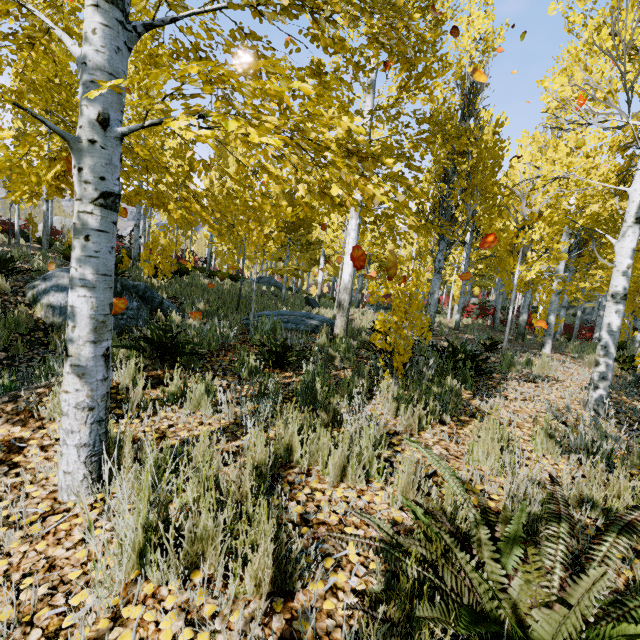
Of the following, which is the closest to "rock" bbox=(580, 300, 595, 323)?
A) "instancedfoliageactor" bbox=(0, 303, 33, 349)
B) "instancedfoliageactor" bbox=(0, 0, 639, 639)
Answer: "instancedfoliageactor" bbox=(0, 0, 639, 639)

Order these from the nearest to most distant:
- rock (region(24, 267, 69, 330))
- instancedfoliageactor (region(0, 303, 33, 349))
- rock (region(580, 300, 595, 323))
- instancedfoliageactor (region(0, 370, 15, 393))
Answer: instancedfoliageactor (region(0, 370, 15, 393)) → instancedfoliageactor (region(0, 303, 33, 349)) → rock (region(24, 267, 69, 330)) → rock (region(580, 300, 595, 323))

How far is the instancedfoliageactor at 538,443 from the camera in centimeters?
276cm

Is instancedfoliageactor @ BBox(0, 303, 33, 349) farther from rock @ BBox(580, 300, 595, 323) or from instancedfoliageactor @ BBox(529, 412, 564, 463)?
rock @ BBox(580, 300, 595, 323)

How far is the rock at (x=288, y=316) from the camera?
7.3m

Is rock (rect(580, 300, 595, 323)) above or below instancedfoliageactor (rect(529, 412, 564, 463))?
above

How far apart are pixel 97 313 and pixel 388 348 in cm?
309
